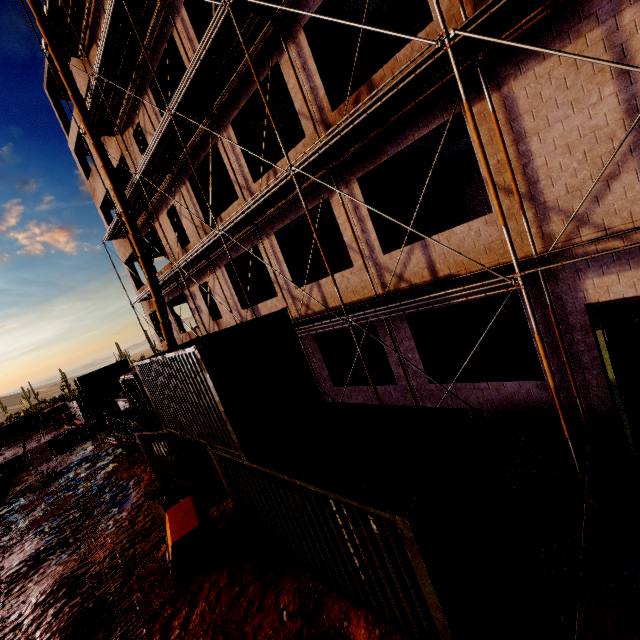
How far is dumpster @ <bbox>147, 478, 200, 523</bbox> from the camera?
10.0 meters

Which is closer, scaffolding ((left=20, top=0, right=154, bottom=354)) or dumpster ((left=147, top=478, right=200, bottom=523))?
dumpster ((left=147, top=478, right=200, bottom=523))

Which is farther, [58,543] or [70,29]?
[70,29]

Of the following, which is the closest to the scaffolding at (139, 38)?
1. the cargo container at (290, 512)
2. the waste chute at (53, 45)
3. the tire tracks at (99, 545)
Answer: the waste chute at (53, 45)

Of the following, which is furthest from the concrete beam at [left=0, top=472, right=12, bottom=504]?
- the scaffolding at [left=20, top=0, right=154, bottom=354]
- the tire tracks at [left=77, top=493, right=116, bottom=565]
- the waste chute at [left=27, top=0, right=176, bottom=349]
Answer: the waste chute at [left=27, top=0, right=176, bottom=349]

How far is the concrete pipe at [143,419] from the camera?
16.4m

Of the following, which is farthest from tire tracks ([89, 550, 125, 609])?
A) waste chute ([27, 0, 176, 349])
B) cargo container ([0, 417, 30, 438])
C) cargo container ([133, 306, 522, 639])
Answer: cargo container ([0, 417, 30, 438])

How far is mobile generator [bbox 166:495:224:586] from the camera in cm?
718
